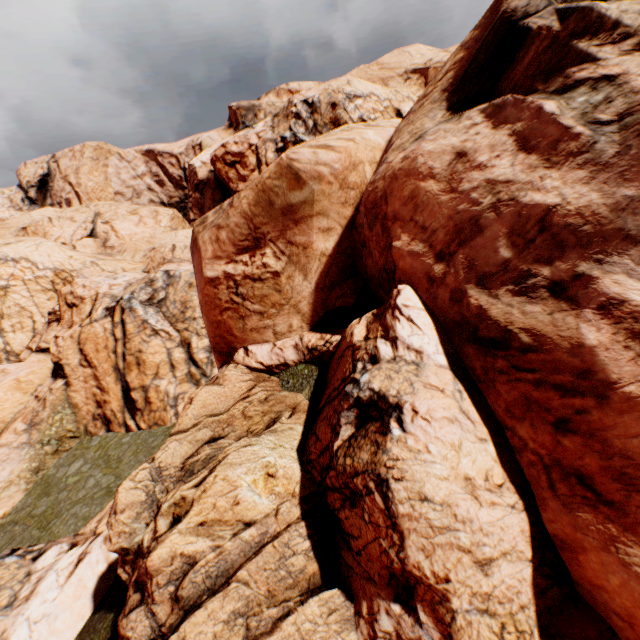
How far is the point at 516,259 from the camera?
2.7 meters
